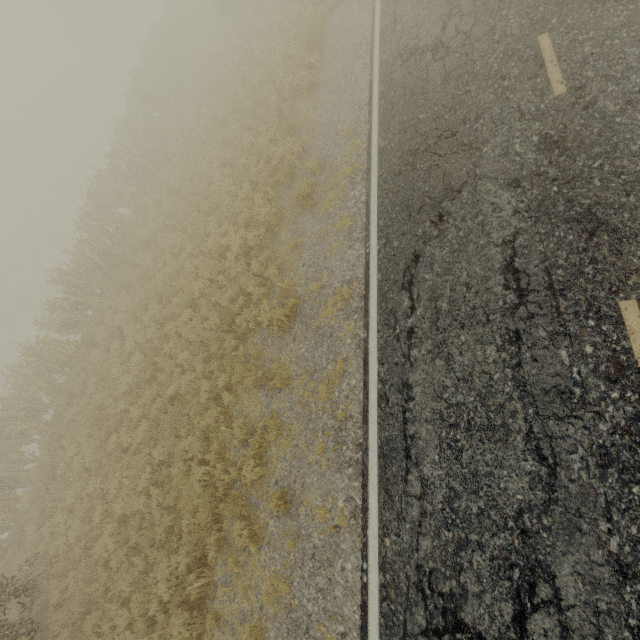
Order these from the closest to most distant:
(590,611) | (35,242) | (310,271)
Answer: (590,611) < (310,271) < (35,242)

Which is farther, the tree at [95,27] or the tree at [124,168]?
the tree at [95,27]

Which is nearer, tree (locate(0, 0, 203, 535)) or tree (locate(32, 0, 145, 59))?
tree (locate(0, 0, 203, 535))
